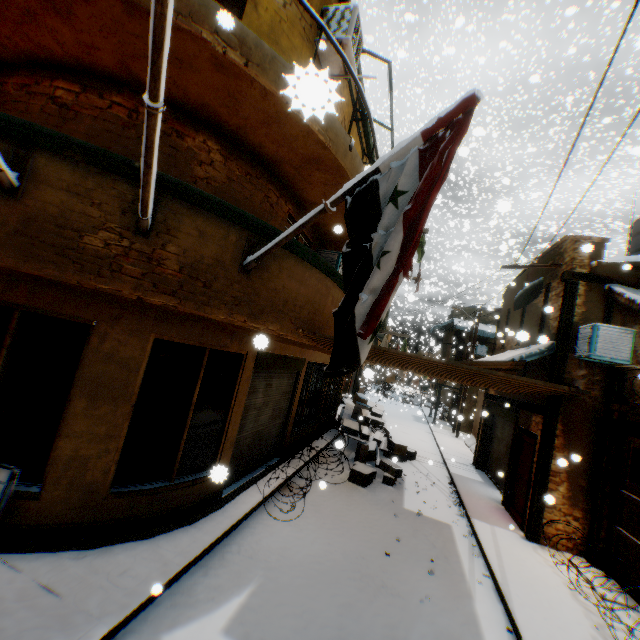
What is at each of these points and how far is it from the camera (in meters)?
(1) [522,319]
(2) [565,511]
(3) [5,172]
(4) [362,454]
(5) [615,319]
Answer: (1) building, 11.72
(2) building, 7.80
(3) flagpole, 2.80
(4) cardboard box, 11.48
(5) building, 8.17

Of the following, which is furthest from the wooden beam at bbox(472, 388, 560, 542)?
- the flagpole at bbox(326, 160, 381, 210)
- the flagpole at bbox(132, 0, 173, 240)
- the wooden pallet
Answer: the flagpole at bbox(326, 160, 381, 210)

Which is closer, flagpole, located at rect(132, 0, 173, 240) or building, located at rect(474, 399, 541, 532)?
flagpole, located at rect(132, 0, 173, 240)

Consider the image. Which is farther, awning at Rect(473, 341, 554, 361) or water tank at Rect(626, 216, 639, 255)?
water tank at Rect(626, 216, 639, 255)

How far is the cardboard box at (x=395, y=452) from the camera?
12.8m

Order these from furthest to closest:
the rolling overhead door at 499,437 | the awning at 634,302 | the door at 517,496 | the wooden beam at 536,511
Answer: the rolling overhead door at 499,437 < the door at 517,496 < the wooden beam at 536,511 < the awning at 634,302

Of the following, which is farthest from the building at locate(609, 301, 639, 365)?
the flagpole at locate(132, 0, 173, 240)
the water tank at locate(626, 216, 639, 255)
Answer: the water tank at locate(626, 216, 639, 255)

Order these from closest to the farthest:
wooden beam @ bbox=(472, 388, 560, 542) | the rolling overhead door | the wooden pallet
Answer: the wooden pallet
wooden beam @ bbox=(472, 388, 560, 542)
the rolling overhead door
